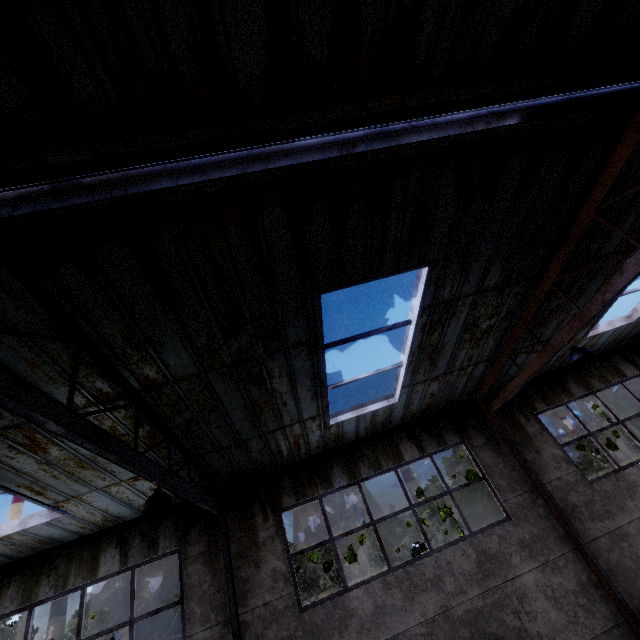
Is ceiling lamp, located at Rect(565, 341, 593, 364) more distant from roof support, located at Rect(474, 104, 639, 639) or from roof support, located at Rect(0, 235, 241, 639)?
roof support, located at Rect(0, 235, 241, 639)

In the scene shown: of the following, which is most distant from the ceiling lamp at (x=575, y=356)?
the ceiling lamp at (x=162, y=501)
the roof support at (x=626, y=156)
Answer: the ceiling lamp at (x=162, y=501)

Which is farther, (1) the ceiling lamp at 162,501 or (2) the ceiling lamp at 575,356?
(2) the ceiling lamp at 575,356

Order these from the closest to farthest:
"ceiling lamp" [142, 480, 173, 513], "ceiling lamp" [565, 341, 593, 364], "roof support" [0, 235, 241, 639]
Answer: "roof support" [0, 235, 241, 639] → "ceiling lamp" [142, 480, 173, 513] → "ceiling lamp" [565, 341, 593, 364]

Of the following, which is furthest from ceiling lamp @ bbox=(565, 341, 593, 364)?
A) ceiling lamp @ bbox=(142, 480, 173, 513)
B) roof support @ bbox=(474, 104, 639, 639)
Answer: ceiling lamp @ bbox=(142, 480, 173, 513)

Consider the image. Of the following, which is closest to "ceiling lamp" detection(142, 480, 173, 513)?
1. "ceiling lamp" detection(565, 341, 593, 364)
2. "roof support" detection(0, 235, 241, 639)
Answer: "roof support" detection(0, 235, 241, 639)

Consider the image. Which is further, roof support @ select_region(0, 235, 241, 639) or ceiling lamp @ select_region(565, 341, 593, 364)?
ceiling lamp @ select_region(565, 341, 593, 364)

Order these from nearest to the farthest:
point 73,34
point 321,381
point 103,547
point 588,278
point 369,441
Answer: point 73,34
point 321,381
point 588,278
point 103,547
point 369,441
